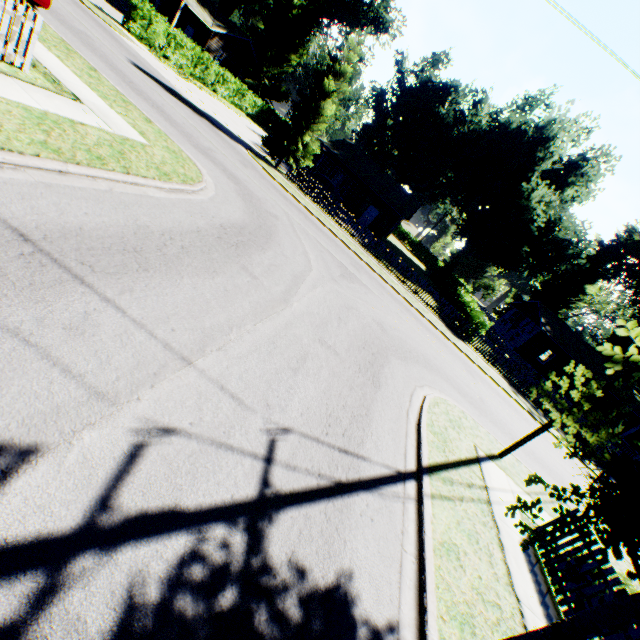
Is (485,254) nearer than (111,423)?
No

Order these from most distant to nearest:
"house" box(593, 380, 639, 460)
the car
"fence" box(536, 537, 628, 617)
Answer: "house" box(593, 380, 639, 460) < the car < "fence" box(536, 537, 628, 617)

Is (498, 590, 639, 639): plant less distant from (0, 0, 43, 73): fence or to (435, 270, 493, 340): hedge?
(435, 270, 493, 340): hedge

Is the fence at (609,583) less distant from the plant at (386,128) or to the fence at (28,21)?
the plant at (386,128)

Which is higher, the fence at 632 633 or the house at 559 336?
the house at 559 336

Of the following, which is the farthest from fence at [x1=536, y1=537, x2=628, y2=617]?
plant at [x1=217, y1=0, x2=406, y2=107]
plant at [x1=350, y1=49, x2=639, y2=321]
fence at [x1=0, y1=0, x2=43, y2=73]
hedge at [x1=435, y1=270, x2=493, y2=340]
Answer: plant at [x1=217, y1=0, x2=406, y2=107]

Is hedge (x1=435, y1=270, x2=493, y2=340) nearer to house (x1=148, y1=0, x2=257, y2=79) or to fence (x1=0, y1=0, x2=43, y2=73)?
fence (x1=0, y1=0, x2=43, y2=73)

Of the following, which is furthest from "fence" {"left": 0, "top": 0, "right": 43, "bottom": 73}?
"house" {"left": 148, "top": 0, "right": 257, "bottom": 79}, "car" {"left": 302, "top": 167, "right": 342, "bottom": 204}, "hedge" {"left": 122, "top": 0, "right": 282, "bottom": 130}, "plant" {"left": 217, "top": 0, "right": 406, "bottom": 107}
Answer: "plant" {"left": 217, "top": 0, "right": 406, "bottom": 107}
